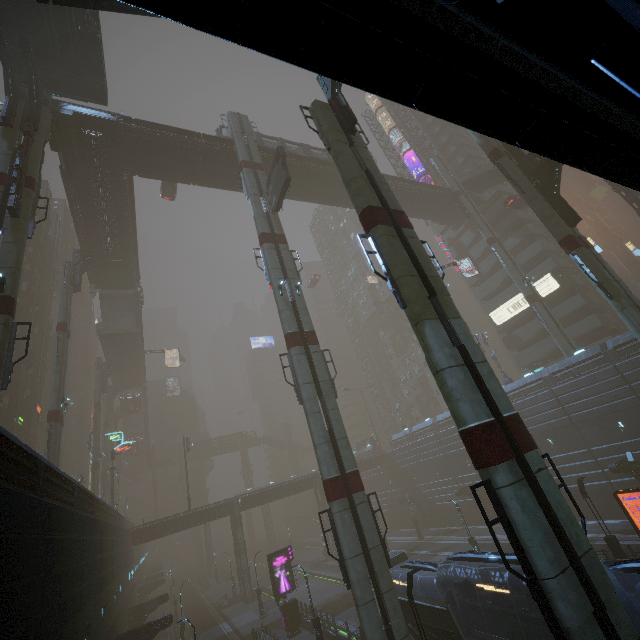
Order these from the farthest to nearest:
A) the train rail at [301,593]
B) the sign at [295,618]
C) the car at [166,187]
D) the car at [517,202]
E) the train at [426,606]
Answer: the car at [517,202] < the car at [166,187] < the train rail at [301,593] < the sign at [295,618] < the train at [426,606]

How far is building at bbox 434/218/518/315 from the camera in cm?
4928

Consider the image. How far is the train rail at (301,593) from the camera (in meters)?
37.38

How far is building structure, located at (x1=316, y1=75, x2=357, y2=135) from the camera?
15.2m

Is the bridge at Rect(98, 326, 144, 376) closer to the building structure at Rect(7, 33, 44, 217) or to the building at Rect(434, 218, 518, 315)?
the building at Rect(434, 218, 518, 315)

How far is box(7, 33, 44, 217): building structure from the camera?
18.00m

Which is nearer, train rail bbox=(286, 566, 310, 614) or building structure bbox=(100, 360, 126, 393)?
train rail bbox=(286, 566, 310, 614)

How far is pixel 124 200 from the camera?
33.5 meters
